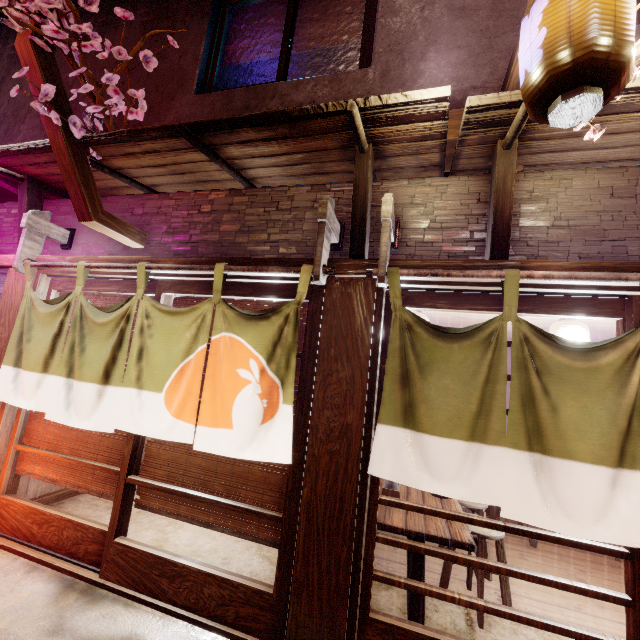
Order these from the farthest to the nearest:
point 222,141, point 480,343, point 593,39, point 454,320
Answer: point 454,320 < point 222,141 < point 480,343 < point 593,39

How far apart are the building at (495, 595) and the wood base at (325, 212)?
6.16m

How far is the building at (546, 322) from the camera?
6.7 meters

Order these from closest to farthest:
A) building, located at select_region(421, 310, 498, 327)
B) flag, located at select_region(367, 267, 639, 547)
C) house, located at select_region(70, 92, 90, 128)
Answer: flag, located at select_region(367, 267, 639, 547)
building, located at select_region(421, 310, 498, 327)
house, located at select_region(70, 92, 90, 128)

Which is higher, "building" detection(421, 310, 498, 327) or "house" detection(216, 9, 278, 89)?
"house" detection(216, 9, 278, 89)

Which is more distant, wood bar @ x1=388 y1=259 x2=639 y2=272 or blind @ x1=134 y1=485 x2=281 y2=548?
blind @ x1=134 y1=485 x2=281 y2=548

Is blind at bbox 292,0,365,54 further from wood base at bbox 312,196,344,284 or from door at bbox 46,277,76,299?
door at bbox 46,277,76,299

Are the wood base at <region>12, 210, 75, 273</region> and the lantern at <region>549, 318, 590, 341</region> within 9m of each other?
no
